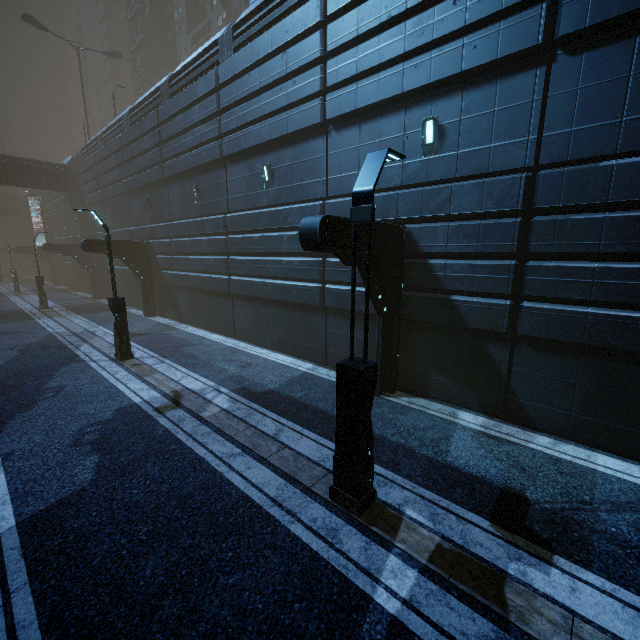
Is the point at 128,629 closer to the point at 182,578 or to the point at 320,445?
the point at 182,578

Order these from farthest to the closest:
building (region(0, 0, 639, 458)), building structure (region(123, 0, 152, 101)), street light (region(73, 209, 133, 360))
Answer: building structure (region(123, 0, 152, 101)) < street light (region(73, 209, 133, 360)) < building (region(0, 0, 639, 458))

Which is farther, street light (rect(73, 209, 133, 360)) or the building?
street light (rect(73, 209, 133, 360))

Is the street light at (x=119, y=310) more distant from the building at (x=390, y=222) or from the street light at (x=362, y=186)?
the street light at (x=362, y=186)

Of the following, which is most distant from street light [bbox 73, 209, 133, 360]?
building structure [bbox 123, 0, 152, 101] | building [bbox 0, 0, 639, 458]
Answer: building structure [bbox 123, 0, 152, 101]

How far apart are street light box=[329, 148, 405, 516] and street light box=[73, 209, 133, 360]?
10.6 meters

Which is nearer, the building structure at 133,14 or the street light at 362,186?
the street light at 362,186

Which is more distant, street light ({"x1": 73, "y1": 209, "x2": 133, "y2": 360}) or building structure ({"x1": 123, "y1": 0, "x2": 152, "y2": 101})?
building structure ({"x1": 123, "y1": 0, "x2": 152, "y2": 101})
